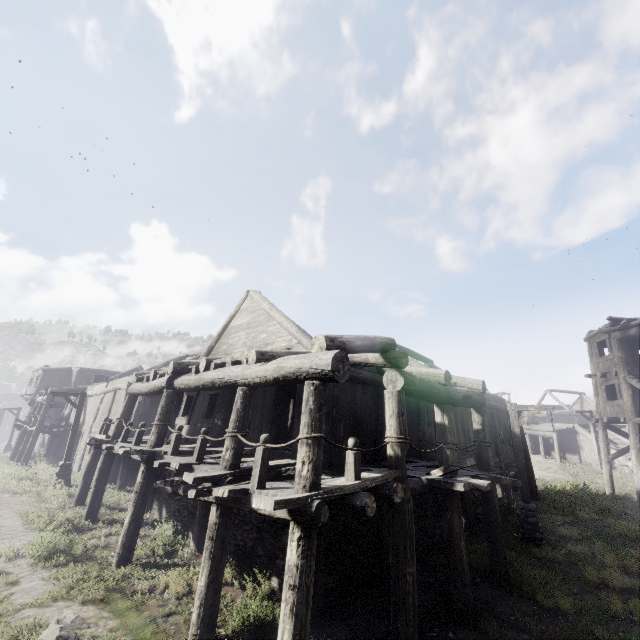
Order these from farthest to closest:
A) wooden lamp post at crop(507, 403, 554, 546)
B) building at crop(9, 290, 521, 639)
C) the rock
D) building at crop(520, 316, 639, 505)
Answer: the rock, building at crop(520, 316, 639, 505), wooden lamp post at crop(507, 403, 554, 546), building at crop(9, 290, 521, 639)

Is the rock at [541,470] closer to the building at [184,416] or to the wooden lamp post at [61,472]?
the building at [184,416]

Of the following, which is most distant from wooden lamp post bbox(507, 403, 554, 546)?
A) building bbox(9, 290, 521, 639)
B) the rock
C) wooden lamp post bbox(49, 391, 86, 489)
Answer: wooden lamp post bbox(49, 391, 86, 489)

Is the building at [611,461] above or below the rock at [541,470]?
above

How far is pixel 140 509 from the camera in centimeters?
893cm

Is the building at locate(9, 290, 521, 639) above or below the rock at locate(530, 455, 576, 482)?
above

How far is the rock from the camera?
25.2 meters
